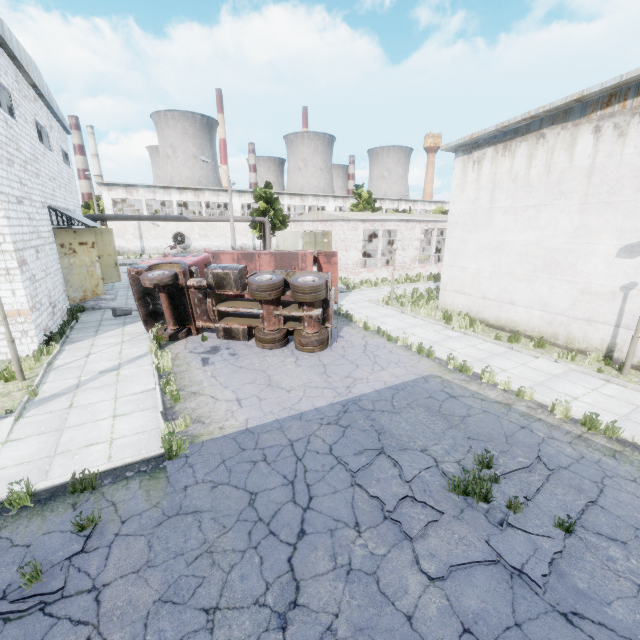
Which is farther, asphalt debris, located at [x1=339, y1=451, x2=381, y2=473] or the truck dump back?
the truck dump back

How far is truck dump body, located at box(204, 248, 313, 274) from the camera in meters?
16.9 m

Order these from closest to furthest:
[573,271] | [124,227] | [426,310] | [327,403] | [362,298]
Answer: [327,403] → [573,271] → [426,310] → [362,298] → [124,227]

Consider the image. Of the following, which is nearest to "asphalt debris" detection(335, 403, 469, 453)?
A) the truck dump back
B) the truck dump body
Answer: the truck dump body

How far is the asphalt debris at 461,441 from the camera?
6.8m

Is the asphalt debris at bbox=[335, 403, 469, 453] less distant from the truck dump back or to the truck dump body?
the truck dump body

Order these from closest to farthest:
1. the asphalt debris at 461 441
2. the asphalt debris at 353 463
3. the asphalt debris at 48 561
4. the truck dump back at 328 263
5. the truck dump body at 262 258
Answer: the asphalt debris at 48 561 → the asphalt debris at 353 463 → the asphalt debris at 461 441 → the truck dump body at 262 258 → the truck dump back at 328 263

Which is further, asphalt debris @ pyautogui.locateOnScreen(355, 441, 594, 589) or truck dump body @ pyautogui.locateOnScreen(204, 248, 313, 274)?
truck dump body @ pyautogui.locateOnScreen(204, 248, 313, 274)
